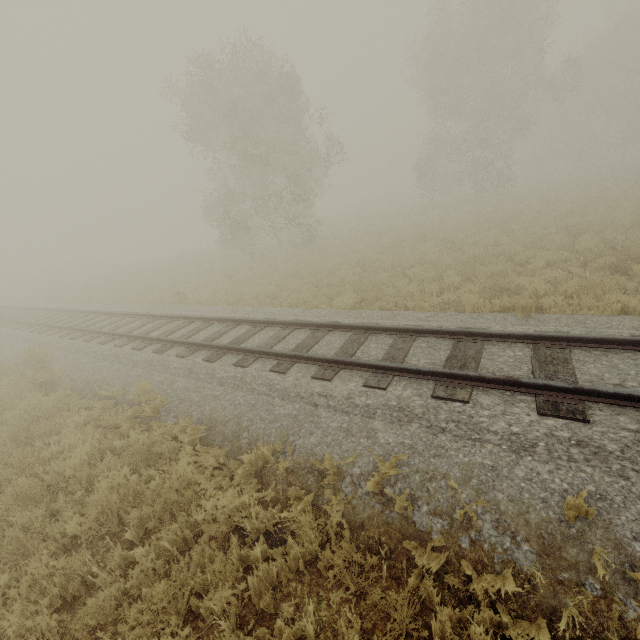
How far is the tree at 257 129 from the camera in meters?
17.6 m

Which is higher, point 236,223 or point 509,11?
point 509,11

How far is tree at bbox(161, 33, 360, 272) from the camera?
17.61m
